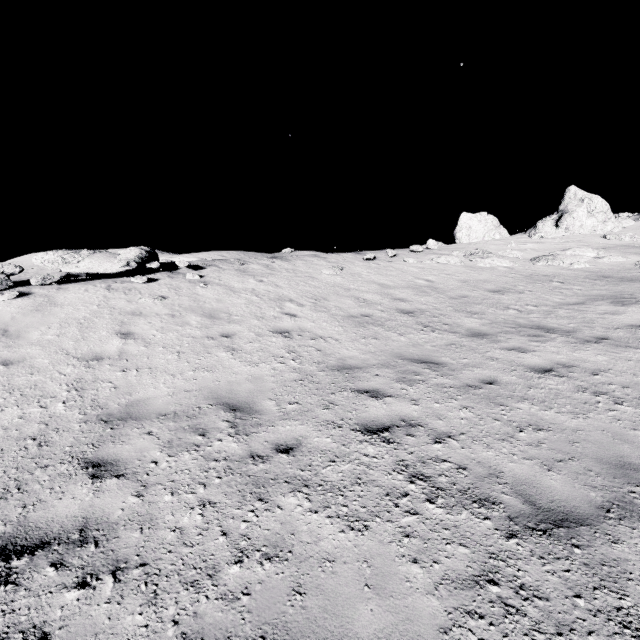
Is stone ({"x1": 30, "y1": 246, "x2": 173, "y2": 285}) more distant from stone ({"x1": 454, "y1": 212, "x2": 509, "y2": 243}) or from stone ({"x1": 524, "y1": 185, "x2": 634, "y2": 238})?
stone ({"x1": 454, "y1": 212, "x2": 509, "y2": 243})

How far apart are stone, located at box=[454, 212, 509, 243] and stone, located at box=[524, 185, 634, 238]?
2.65m

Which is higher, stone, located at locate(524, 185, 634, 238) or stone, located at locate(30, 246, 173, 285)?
stone, located at locate(524, 185, 634, 238)

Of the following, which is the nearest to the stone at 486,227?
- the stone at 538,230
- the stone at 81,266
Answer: the stone at 538,230

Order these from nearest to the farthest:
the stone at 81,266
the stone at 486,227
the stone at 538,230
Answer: the stone at 81,266 → the stone at 538,230 → the stone at 486,227

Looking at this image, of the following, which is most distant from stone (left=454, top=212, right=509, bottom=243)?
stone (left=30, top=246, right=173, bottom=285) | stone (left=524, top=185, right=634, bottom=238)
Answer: stone (left=30, top=246, right=173, bottom=285)

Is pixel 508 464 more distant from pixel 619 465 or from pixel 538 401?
pixel 538 401
